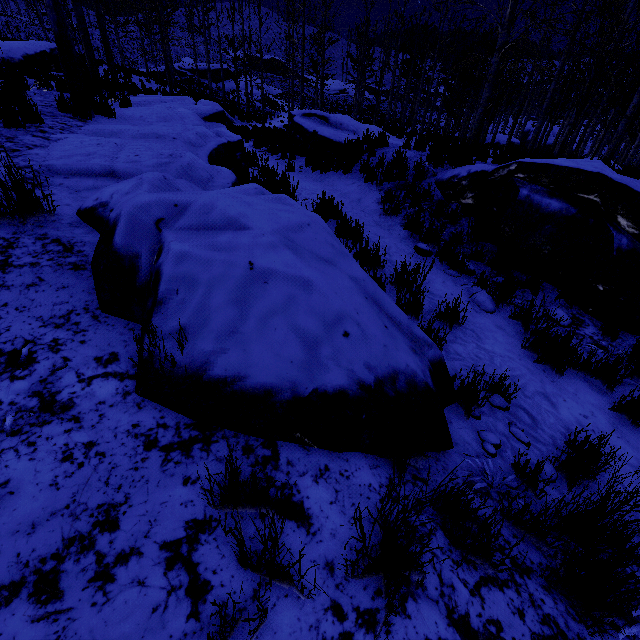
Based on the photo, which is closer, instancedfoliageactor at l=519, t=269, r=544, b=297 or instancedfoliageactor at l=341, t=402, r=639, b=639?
instancedfoliageactor at l=341, t=402, r=639, b=639

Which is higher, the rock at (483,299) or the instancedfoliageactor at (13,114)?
the instancedfoliageactor at (13,114)

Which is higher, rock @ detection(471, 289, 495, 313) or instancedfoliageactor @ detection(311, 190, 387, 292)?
instancedfoliageactor @ detection(311, 190, 387, 292)

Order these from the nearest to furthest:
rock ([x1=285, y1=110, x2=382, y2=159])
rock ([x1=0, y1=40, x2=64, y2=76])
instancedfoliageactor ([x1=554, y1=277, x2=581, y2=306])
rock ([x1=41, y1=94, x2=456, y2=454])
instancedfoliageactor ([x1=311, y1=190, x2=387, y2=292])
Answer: rock ([x1=41, y1=94, x2=456, y2=454]), instancedfoliageactor ([x1=311, y1=190, x2=387, y2=292]), instancedfoliageactor ([x1=554, y1=277, x2=581, y2=306]), rock ([x1=285, y1=110, x2=382, y2=159]), rock ([x1=0, y1=40, x2=64, y2=76])

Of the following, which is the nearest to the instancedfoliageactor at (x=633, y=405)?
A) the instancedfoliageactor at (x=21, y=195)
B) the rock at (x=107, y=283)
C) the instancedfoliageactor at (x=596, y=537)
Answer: the rock at (x=107, y=283)

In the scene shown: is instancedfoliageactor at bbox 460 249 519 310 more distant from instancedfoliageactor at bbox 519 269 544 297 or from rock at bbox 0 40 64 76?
instancedfoliageactor at bbox 519 269 544 297

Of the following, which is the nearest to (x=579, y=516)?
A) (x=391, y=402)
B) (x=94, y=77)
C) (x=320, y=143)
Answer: (x=391, y=402)

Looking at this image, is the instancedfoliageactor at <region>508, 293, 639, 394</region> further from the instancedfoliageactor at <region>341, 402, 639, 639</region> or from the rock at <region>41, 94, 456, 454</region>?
the instancedfoliageactor at <region>341, 402, 639, 639</region>
